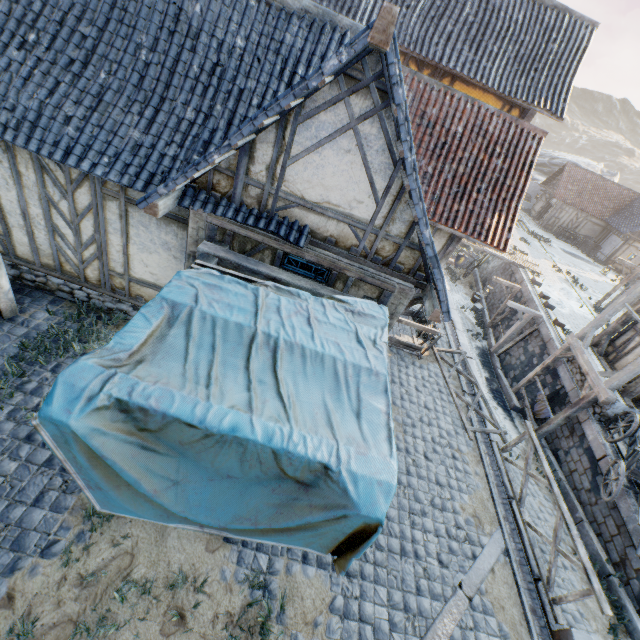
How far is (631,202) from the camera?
31.8 meters

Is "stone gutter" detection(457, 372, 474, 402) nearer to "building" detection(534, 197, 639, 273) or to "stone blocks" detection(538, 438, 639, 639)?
"stone blocks" detection(538, 438, 639, 639)

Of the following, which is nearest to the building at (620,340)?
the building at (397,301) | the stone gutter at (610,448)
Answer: the stone gutter at (610,448)

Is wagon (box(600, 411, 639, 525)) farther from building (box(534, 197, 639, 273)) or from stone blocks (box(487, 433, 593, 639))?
building (box(534, 197, 639, 273))

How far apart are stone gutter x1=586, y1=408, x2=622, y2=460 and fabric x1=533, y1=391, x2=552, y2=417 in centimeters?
129cm

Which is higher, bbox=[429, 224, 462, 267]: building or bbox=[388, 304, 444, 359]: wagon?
bbox=[429, 224, 462, 267]: building

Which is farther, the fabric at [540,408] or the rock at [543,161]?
the rock at [543,161]

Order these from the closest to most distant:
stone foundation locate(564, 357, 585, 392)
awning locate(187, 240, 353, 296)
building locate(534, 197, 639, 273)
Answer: awning locate(187, 240, 353, 296), stone foundation locate(564, 357, 585, 392), building locate(534, 197, 639, 273)
